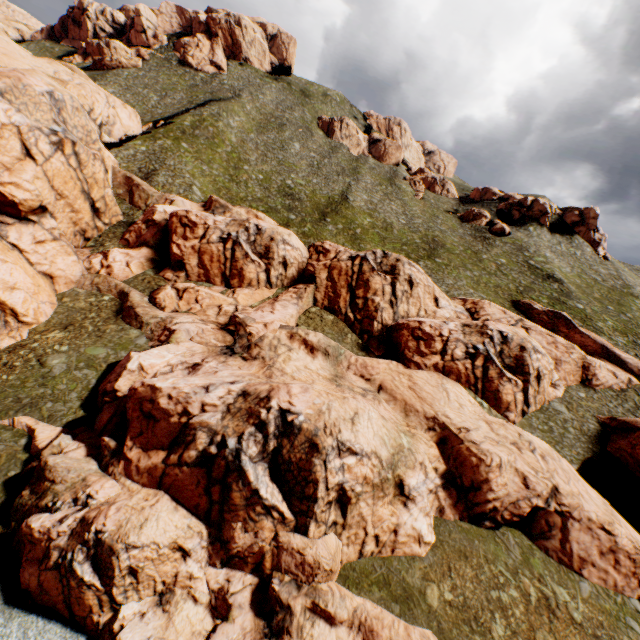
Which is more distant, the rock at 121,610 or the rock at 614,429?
the rock at 614,429

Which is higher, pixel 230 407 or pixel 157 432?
pixel 230 407

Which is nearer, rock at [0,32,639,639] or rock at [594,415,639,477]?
rock at [0,32,639,639]
